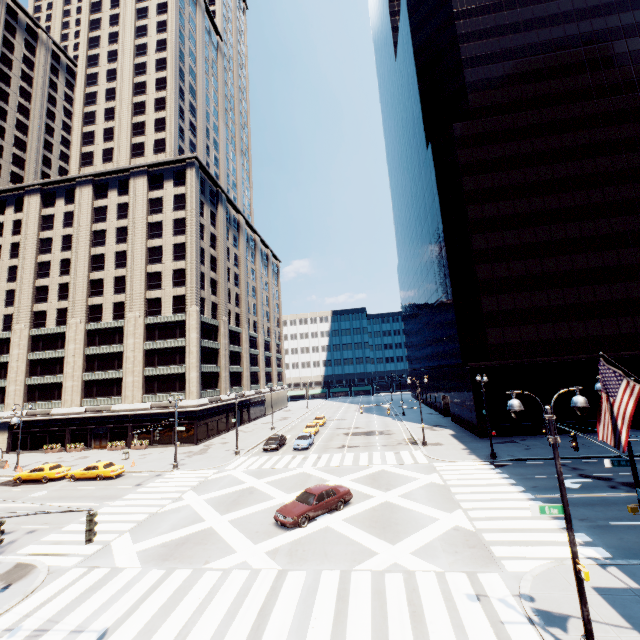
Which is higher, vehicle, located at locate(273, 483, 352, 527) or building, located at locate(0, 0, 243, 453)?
building, located at locate(0, 0, 243, 453)

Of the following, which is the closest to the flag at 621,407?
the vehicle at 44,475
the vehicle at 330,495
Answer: the vehicle at 330,495

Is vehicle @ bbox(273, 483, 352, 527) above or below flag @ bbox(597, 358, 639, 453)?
below

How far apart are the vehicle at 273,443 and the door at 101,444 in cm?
2448

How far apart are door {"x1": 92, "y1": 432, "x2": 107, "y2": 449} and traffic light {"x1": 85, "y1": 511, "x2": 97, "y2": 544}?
43.63m

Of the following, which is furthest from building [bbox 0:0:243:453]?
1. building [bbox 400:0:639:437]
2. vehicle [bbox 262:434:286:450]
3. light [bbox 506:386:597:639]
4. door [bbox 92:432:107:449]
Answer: light [bbox 506:386:597:639]

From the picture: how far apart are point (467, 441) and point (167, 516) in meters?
30.0 m

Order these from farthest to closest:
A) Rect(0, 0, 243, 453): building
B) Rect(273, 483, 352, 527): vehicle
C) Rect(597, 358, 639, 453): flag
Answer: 1. Rect(0, 0, 243, 453): building
2. Rect(273, 483, 352, 527): vehicle
3. Rect(597, 358, 639, 453): flag
